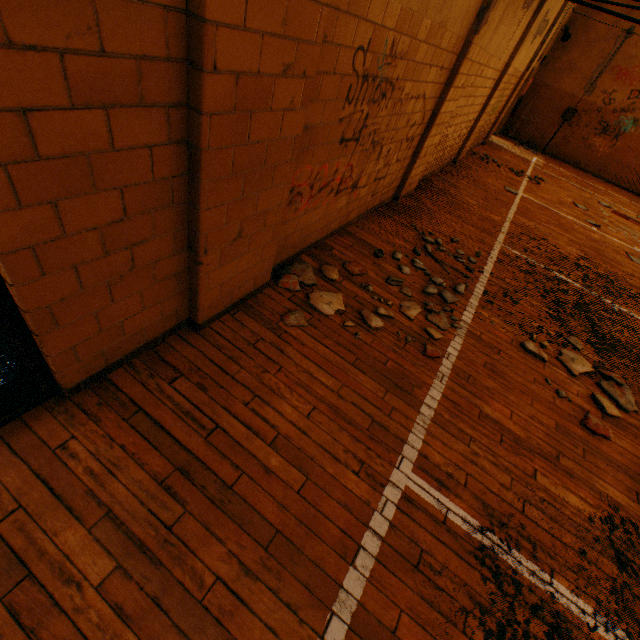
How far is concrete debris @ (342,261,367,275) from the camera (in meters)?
3.34

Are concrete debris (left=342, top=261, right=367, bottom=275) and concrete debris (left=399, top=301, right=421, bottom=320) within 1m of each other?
yes

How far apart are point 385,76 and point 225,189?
2.0m

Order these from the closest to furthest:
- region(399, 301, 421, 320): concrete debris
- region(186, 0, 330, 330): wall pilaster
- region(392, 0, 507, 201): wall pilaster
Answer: region(186, 0, 330, 330): wall pilaster, region(399, 301, 421, 320): concrete debris, region(392, 0, 507, 201): wall pilaster

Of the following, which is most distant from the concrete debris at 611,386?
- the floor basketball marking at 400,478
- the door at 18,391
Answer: the door at 18,391

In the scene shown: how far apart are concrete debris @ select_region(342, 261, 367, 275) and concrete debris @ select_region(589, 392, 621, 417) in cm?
244

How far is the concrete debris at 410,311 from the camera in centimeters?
310cm

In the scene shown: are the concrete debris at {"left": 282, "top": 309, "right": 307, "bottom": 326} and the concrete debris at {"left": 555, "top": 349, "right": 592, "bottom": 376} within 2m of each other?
no
